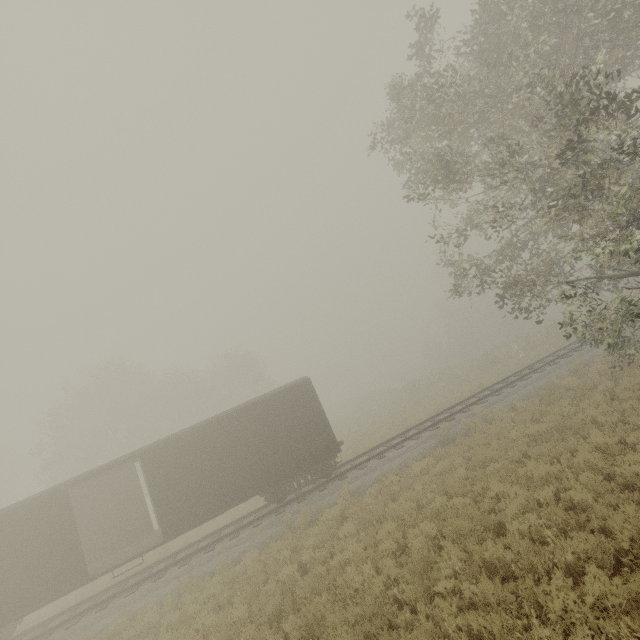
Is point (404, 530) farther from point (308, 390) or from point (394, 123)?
point (394, 123)

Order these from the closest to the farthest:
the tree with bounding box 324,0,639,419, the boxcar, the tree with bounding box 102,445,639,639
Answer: the tree with bounding box 102,445,639,639
the tree with bounding box 324,0,639,419
the boxcar

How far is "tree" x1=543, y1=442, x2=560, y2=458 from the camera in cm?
904

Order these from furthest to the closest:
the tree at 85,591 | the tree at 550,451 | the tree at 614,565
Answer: the tree at 85,591 → the tree at 550,451 → the tree at 614,565

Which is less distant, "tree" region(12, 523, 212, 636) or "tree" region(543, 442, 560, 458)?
"tree" region(543, 442, 560, 458)

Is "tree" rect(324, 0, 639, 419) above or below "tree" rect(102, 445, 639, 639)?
above

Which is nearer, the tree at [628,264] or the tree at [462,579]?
the tree at [462,579]
